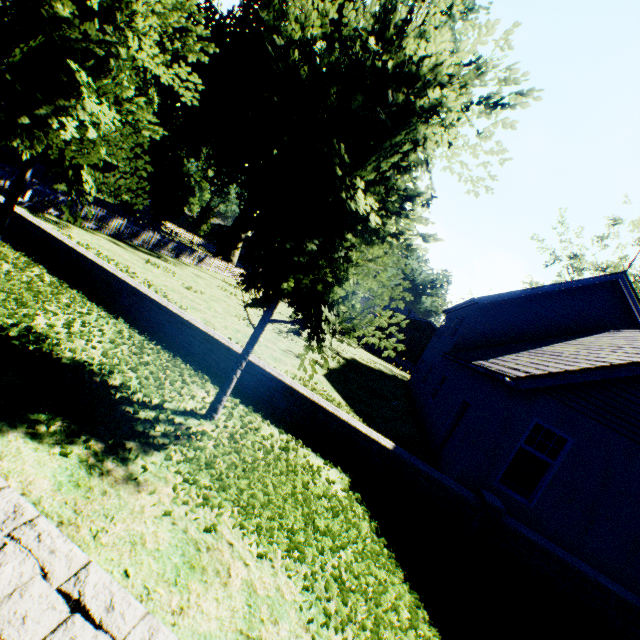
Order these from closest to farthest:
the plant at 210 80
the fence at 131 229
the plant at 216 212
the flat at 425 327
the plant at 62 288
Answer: the plant at 62 288
the fence at 131 229
the plant at 210 80
the flat at 425 327
the plant at 216 212

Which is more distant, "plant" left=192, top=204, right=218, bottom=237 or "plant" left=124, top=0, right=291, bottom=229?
"plant" left=192, top=204, right=218, bottom=237

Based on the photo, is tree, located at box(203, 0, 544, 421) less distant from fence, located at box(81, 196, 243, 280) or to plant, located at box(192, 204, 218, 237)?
fence, located at box(81, 196, 243, 280)

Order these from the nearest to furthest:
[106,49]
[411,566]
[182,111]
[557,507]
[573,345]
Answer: [411,566], [106,49], [557,507], [573,345], [182,111]

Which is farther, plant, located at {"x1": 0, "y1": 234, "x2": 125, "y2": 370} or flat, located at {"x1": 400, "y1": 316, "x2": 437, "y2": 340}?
flat, located at {"x1": 400, "y1": 316, "x2": 437, "y2": 340}

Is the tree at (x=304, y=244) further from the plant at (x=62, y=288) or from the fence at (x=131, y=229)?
the plant at (x=62, y=288)

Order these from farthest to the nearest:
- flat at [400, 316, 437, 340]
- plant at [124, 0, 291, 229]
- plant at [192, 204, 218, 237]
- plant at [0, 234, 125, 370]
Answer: plant at [192, 204, 218, 237]
flat at [400, 316, 437, 340]
plant at [124, 0, 291, 229]
plant at [0, 234, 125, 370]

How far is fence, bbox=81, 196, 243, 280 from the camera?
18.1m
